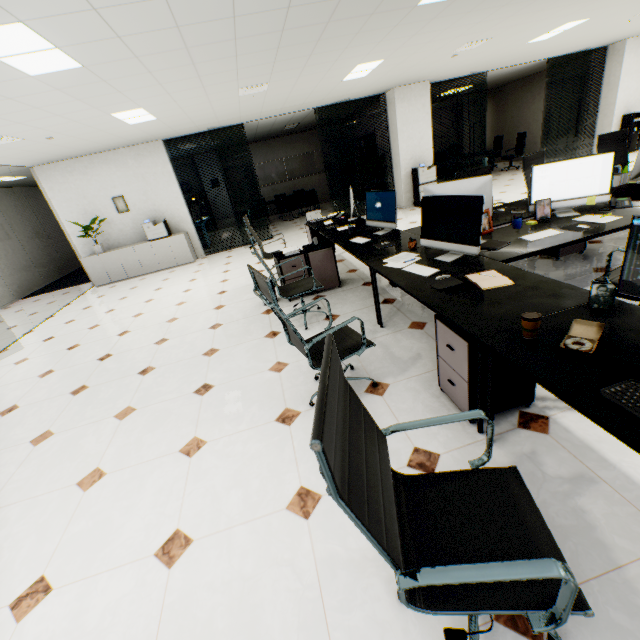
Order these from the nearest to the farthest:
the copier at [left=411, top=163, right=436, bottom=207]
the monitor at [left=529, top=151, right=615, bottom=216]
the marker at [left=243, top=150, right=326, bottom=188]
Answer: the monitor at [left=529, top=151, right=615, bottom=216], the copier at [left=411, top=163, right=436, bottom=207], the marker at [left=243, top=150, right=326, bottom=188]

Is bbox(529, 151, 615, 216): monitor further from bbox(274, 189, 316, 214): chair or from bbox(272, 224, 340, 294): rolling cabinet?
bbox(274, 189, 316, 214): chair

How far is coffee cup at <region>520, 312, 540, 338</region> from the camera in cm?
150

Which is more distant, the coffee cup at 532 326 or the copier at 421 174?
the copier at 421 174

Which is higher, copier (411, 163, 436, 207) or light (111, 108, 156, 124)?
light (111, 108, 156, 124)

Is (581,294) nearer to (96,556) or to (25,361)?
(96,556)

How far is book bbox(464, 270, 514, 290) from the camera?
2.10m

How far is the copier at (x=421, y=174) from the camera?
8.7 meters
